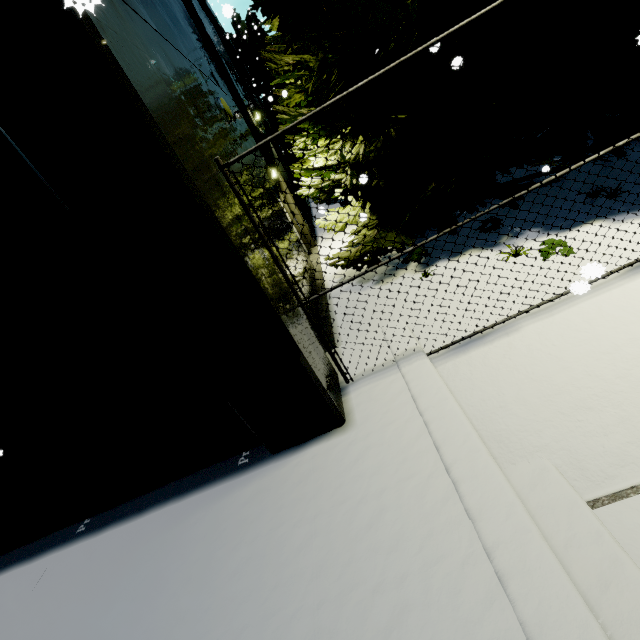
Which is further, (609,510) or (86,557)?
(86,557)
